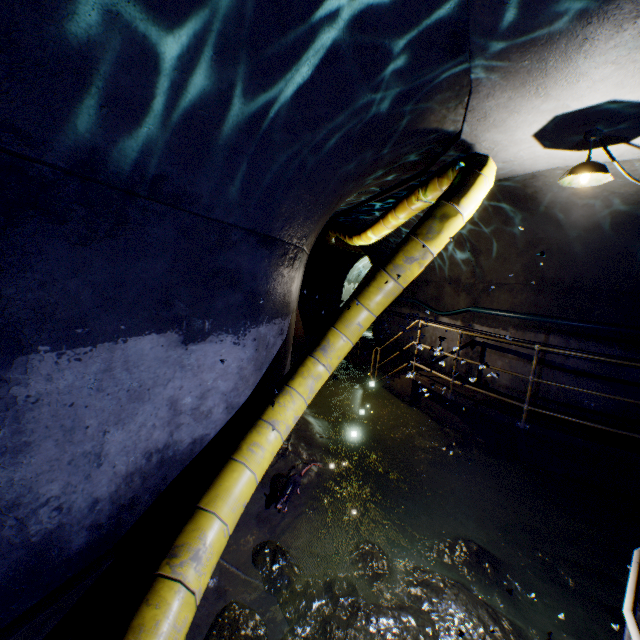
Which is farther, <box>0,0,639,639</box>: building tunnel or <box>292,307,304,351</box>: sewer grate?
<box>292,307,304,351</box>: sewer grate

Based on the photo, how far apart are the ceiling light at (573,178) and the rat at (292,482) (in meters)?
4.31

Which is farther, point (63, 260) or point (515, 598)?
point (515, 598)

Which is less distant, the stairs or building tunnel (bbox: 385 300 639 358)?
building tunnel (bbox: 385 300 639 358)

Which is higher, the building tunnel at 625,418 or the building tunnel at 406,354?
the building tunnel at 625,418

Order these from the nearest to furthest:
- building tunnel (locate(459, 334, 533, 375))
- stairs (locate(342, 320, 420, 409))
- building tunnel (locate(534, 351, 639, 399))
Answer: building tunnel (locate(534, 351, 639, 399))
building tunnel (locate(459, 334, 533, 375))
stairs (locate(342, 320, 420, 409))

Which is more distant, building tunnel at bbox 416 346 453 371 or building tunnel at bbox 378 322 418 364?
building tunnel at bbox 378 322 418 364

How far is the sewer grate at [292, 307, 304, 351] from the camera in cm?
767
